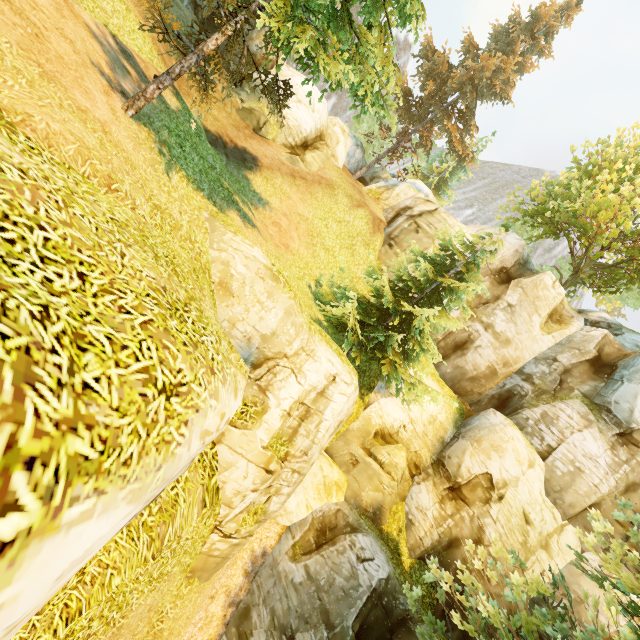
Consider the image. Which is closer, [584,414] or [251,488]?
[251,488]

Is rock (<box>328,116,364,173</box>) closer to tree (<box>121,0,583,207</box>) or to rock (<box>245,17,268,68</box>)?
tree (<box>121,0,583,207</box>)

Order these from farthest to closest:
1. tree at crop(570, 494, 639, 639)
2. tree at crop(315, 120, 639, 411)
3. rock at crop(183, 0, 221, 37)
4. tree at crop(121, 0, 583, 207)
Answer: rock at crop(183, 0, 221, 37) < tree at crop(315, 120, 639, 411) < tree at crop(570, 494, 639, 639) < tree at crop(121, 0, 583, 207)

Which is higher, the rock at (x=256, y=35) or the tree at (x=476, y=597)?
the rock at (x=256, y=35)

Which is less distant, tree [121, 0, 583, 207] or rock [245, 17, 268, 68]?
tree [121, 0, 583, 207]

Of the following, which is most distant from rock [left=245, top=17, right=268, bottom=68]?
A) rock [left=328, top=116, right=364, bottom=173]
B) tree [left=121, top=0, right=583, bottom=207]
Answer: rock [left=328, top=116, right=364, bottom=173]

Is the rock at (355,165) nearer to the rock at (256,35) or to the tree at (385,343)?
the tree at (385,343)
